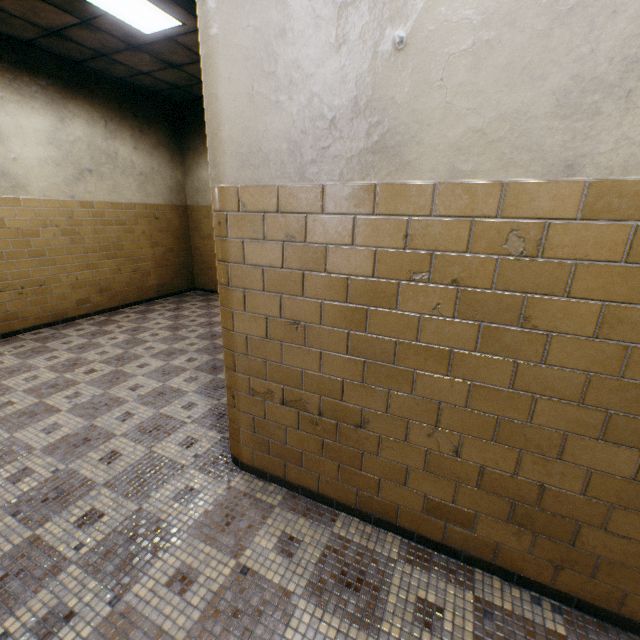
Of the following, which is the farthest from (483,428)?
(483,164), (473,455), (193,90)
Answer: (193,90)
